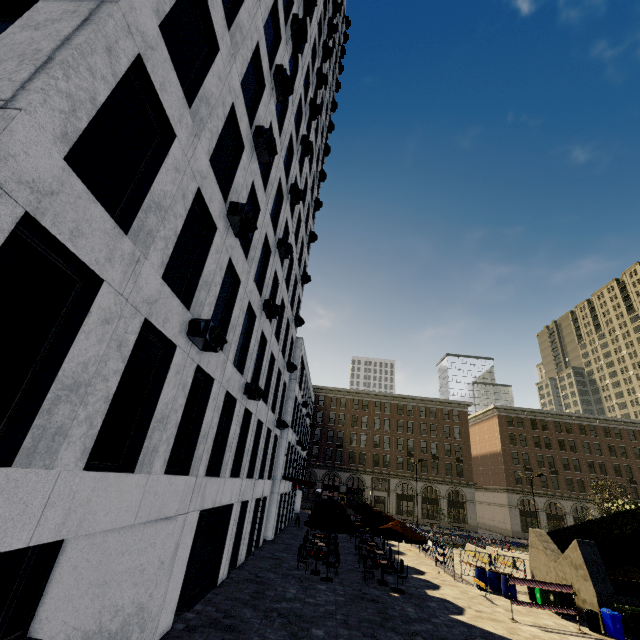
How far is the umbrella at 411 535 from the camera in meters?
15.6 m

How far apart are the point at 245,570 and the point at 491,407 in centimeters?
5420cm

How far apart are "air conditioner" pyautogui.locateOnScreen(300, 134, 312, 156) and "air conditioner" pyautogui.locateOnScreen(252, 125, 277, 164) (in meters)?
9.21

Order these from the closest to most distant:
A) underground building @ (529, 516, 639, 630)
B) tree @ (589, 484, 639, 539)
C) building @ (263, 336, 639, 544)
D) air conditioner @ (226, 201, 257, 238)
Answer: air conditioner @ (226, 201, 257, 238)
underground building @ (529, 516, 639, 630)
tree @ (589, 484, 639, 539)
building @ (263, 336, 639, 544)

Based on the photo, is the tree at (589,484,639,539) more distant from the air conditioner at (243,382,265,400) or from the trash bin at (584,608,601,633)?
the air conditioner at (243,382,265,400)

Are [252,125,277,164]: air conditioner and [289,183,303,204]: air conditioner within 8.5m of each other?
yes

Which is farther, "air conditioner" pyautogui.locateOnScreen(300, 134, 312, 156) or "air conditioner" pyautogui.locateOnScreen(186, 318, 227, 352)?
"air conditioner" pyautogui.locateOnScreen(300, 134, 312, 156)

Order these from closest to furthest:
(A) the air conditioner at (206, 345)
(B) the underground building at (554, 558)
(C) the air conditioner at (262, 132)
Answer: (A) the air conditioner at (206, 345) < (C) the air conditioner at (262, 132) < (B) the underground building at (554, 558)
